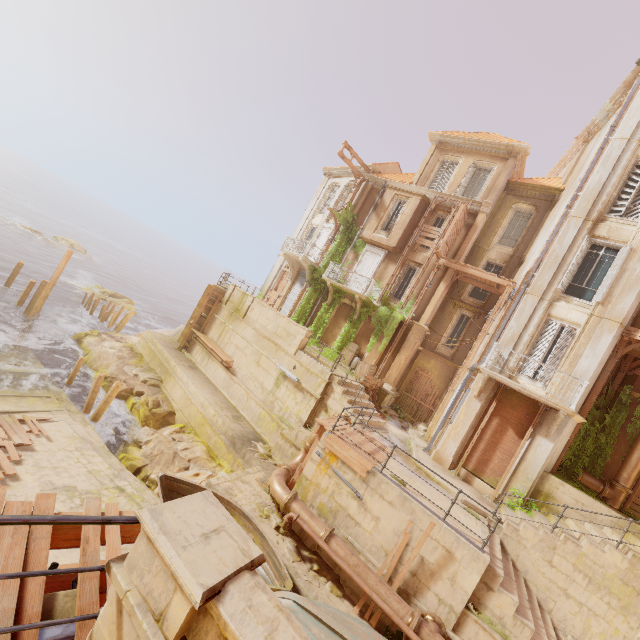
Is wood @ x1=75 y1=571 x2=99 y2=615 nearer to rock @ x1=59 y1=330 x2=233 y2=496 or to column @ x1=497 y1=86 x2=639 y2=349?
rock @ x1=59 y1=330 x2=233 y2=496

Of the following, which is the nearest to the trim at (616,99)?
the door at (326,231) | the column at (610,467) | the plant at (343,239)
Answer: the plant at (343,239)

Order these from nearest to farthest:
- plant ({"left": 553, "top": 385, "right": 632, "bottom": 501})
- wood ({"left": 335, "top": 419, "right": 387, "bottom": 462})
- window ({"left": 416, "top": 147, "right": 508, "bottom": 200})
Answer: wood ({"left": 335, "top": 419, "right": 387, "bottom": 462})
plant ({"left": 553, "top": 385, "right": 632, "bottom": 501})
window ({"left": 416, "top": 147, "right": 508, "bottom": 200})

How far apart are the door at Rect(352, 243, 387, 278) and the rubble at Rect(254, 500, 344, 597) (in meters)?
13.81

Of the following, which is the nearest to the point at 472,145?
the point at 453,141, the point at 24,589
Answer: the point at 453,141

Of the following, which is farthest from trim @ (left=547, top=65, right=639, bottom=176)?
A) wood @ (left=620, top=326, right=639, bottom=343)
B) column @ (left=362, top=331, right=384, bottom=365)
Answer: column @ (left=362, top=331, right=384, bottom=365)

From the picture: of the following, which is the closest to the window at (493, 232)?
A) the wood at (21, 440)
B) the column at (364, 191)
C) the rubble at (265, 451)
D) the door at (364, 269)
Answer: the door at (364, 269)

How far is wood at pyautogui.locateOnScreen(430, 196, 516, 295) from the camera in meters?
17.9
